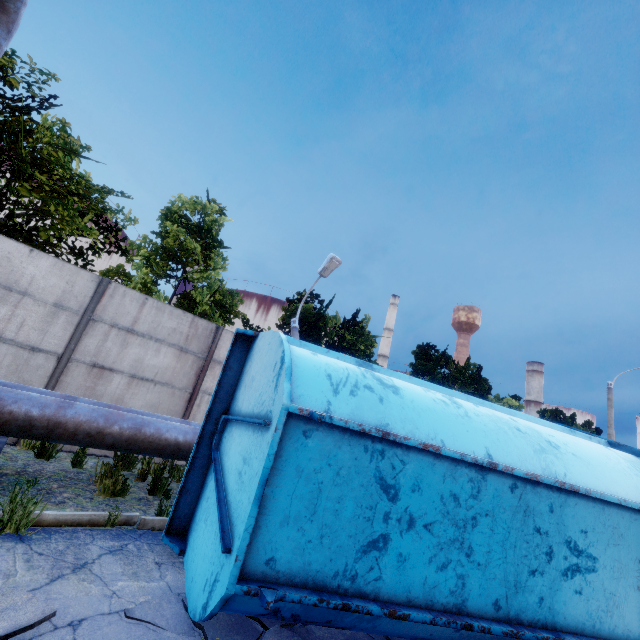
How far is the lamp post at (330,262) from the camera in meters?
11.0

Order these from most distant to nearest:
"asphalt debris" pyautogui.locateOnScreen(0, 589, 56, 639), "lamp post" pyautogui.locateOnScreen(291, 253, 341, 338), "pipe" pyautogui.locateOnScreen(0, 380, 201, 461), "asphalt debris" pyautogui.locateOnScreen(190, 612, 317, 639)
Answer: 1. "lamp post" pyautogui.locateOnScreen(291, 253, 341, 338)
2. "pipe" pyautogui.locateOnScreen(0, 380, 201, 461)
3. "asphalt debris" pyautogui.locateOnScreen(190, 612, 317, 639)
4. "asphalt debris" pyautogui.locateOnScreen(0, 589, 56, 639)

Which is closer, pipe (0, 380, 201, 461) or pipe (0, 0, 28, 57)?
pipe (0, 0, 28, 57)

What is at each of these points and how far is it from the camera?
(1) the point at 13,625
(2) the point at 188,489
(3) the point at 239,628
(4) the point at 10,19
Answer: (1) asphalt debris, 2.3 meters
(2) truck dump body, 4.2 meters
(3) asphalt debris, 2.9 meters
(4) pipe, 3.0 meters

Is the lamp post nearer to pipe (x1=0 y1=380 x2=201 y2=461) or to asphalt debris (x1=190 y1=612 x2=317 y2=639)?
pipe (x1=0 y1=380 x2=201 y2=461)

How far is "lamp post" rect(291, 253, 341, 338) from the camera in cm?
1097

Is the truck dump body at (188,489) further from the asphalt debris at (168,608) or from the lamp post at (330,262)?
the lamp post at (330,262)

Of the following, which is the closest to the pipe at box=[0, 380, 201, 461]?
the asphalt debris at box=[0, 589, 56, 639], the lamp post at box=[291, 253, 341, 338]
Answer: the lamp post at box=[291, 253, 341, 338]
